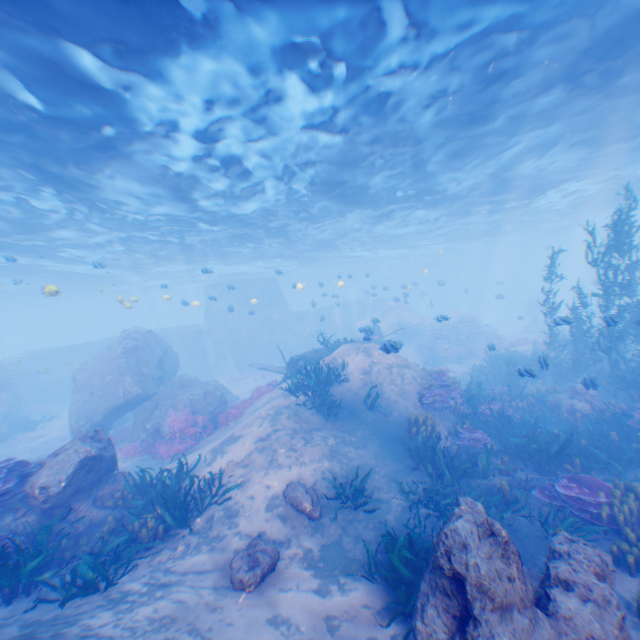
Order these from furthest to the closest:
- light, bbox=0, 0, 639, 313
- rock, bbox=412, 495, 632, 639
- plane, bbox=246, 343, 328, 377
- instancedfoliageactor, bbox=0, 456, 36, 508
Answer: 1. plane, bbox=246, 343, 328, 377
2. light, bbox=0, 0, 639, 313
3. instancedfoliageactor, bbox=0, 456, 36, 508
4. rock, bbox=412, 495, 632, 639

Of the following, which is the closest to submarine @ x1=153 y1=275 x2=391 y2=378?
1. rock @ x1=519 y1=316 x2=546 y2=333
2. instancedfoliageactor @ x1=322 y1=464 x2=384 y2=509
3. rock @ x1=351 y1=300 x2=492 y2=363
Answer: rock @ x1=351 y1=300 x2=492 y2=363

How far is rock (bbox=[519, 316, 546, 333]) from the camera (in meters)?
Answer: 38.38

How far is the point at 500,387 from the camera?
15.20m

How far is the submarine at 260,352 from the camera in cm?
3447

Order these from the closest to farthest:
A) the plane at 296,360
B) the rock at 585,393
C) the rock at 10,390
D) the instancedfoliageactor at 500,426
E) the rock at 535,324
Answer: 1. the instancedfoliageactor at 500,426
2. the rock at 585,393
3. the plane at 296,360
4. the rock at 10,390
5. the rock at 535,324

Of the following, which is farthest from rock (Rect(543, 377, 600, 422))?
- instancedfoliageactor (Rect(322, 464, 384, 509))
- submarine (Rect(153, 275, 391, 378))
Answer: instancedfoliageactor (Rect(322, 464, 384, 509))

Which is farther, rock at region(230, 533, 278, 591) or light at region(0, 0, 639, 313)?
light at region(0, 0, 639, 313)
